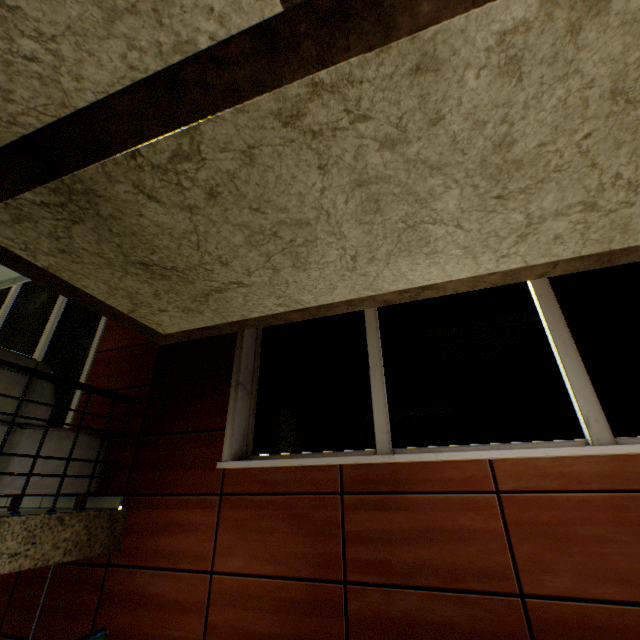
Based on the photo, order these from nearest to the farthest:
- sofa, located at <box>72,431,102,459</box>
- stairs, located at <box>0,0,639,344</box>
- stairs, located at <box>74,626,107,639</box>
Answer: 1. stairs, located at <box>0,0,639,344</box>
2. stairs, located at <box>74,626,107,639</box>
3. sofa, located at <box>72,431,102,459</box>

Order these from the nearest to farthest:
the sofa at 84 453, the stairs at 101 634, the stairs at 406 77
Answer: the stairs at 406 77, the stairs at 101 634, the sofa at 84 453

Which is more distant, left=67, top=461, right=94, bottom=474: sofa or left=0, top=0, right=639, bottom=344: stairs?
left=67, top=461, right=94, bottom=474: sofa

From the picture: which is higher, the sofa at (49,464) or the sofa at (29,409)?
the sofa at (29,409)

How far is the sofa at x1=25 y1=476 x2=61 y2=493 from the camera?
2.41m

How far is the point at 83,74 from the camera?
1.14m
